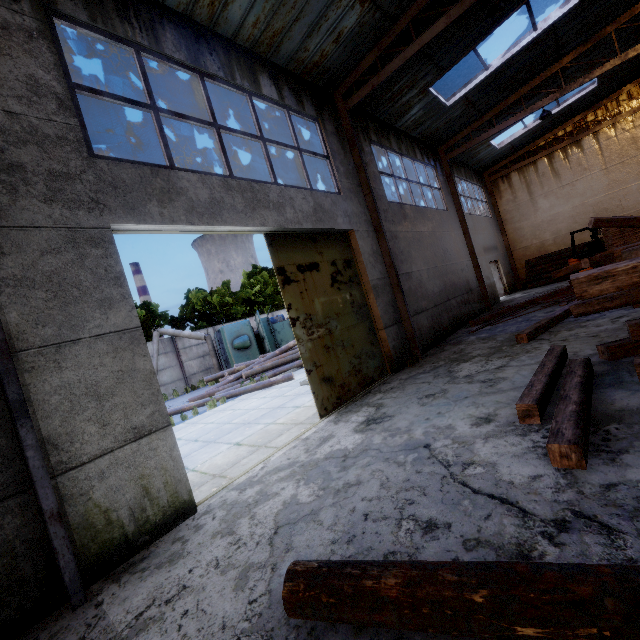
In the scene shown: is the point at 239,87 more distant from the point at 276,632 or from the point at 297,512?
the point at 276,632

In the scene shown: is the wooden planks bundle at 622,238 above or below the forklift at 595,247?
above

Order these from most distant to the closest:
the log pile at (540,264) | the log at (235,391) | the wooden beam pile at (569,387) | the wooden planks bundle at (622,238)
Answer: the log pile at (540,264)
the log at (235,391)
the wooden planks bundle at (622,238)
the wooden beam pile at (569,387)

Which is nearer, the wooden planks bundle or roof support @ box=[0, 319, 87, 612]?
roof support @ box=[0, 319, 87, 612]

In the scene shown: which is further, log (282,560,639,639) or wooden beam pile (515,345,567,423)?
wooden beam pile (515,345,567,423)

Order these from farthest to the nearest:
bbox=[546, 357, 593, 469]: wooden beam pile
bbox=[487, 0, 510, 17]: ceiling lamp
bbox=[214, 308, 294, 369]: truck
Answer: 1. bbox=[214, 308, 294, 369]: truck
2. bbox=[487, 0, 510, 17]: ceiling lamp
3. bbox=[546, 357, 593, 469]: wooden beam pile

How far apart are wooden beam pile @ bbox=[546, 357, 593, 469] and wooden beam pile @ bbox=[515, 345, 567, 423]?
0.1 meters

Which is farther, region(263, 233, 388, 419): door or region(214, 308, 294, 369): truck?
region(214, 308, 294, 369): truck
